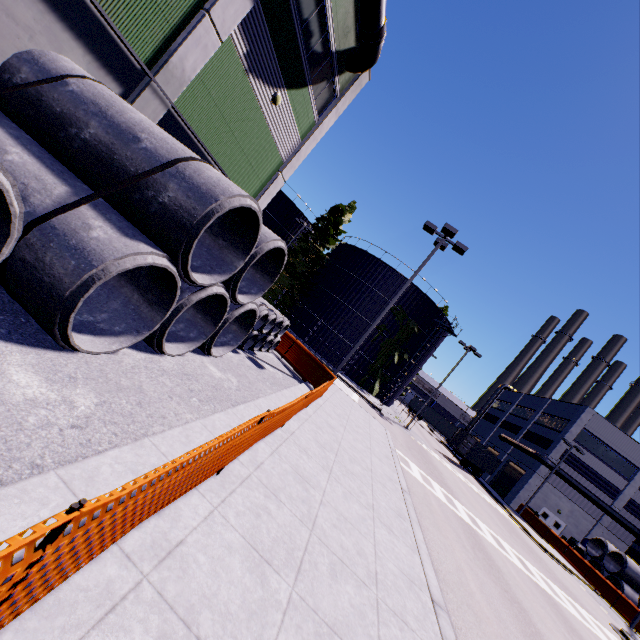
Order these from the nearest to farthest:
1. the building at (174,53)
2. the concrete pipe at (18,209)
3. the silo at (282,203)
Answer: the concrete pipe at (18,209) < the building at (174,53) < the silo at (282,203)

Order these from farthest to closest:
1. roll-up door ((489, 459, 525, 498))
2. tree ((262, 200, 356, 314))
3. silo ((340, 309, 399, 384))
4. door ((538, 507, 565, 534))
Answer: roll-up door ((489, 459, 525, 498)) < door ((538, 507, 565, 534)) < tree ((262, 200, 356, 314)) < silo ((340, 309, 399, 384))

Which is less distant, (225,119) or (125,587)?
(125,587)

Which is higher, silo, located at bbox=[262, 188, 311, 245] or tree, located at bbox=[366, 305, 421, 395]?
silo, located at bbox=[262, 188, 311, 245]

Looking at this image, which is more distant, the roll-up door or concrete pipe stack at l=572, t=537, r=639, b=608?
the roll-up door

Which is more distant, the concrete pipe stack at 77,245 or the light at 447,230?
the light at 447,230

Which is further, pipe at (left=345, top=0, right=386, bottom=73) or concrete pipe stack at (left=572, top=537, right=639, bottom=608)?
concrete pipe stack at (left=572, top=537, right=639, bottom=608)

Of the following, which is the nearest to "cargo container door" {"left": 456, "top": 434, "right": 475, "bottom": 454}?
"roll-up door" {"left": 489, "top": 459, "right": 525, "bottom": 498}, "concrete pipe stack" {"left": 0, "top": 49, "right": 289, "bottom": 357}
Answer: "concrete pipe stack" {"left": 0, "top": 49, "right": 289, "bottom": 357}
